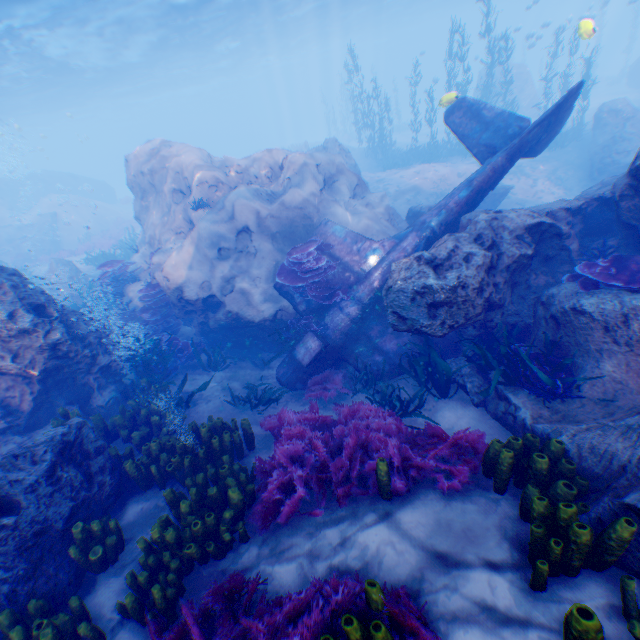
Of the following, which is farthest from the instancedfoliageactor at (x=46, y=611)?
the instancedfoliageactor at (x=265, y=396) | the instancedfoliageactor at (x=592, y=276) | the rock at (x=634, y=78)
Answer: the instancedfoliageactor at (x=592, y=276)

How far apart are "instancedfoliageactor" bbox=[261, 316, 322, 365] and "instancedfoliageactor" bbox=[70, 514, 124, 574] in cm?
455

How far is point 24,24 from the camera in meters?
18.1

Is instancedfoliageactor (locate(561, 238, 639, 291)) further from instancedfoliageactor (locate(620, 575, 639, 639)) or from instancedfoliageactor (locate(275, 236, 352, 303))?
instancedfoliageactor (locate(620, 575, 639, 639))

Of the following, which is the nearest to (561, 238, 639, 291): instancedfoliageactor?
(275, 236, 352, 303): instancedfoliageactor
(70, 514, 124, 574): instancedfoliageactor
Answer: (275, 236, 352, 303): instancedfoliageactor

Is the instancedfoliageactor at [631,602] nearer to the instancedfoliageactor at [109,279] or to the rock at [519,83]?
the rock at [519,83]

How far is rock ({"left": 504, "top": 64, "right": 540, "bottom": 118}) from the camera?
27.80m

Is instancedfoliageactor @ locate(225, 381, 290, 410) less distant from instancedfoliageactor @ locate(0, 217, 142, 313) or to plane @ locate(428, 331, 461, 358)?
plane @ locate(428, 331, 461, 358)
